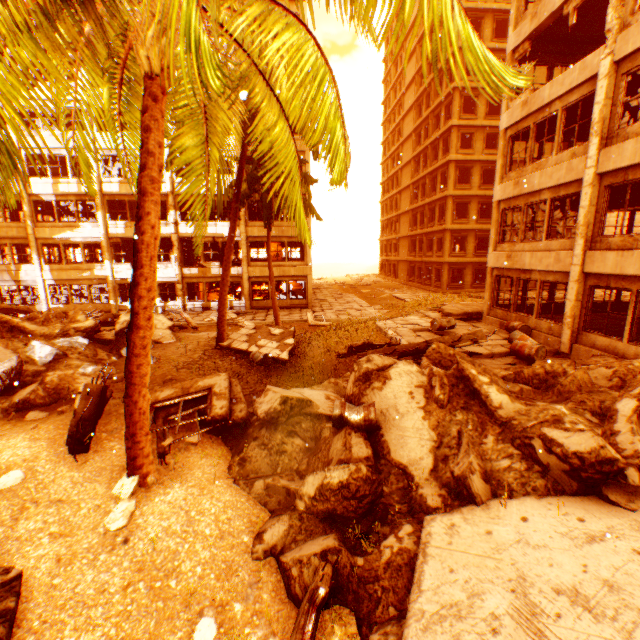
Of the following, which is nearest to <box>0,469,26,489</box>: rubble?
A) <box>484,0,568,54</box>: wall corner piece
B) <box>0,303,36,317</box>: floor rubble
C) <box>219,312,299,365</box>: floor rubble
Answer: <box>219,312,299,365</box>: floor rubble

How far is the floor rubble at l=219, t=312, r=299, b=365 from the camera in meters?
13.3 m

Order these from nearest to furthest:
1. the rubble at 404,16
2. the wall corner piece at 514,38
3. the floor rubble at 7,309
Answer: the rubble at 404,16, the wall corner piece at 514,38, the floor rubble at 7,309

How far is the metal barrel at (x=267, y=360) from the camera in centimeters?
1245cm

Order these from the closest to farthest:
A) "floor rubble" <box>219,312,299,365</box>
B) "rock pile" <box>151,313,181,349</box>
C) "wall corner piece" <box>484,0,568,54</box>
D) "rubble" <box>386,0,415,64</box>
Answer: "rubble" <box>386,0,415,64</box> < "wall corner piece" <box>484,0,568,54</box> < "floor rubble" <box>219,312,299,365</box> < "rock pile" <box>151,313,181,349</box>

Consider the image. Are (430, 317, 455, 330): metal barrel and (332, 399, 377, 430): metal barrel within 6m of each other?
no

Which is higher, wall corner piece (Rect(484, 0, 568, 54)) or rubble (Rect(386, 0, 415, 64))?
wall corner piece (Rect(484, 0, 568, 54))

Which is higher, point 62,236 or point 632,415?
point 62,236
